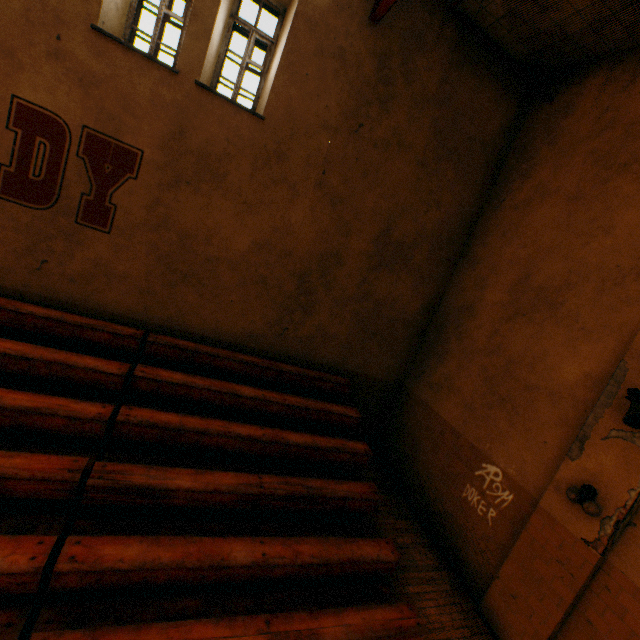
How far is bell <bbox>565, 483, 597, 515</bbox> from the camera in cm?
392

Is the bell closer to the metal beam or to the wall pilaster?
the wall pilaster

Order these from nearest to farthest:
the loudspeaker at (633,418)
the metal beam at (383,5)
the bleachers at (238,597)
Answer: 1. the bleachers at (238,597)
2. the loudspeaker at (633,418)
3. the metal beam at (383,5)

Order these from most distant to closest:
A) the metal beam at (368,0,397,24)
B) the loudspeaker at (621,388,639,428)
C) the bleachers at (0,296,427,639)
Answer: the metal beam at (368,0,397,24)
the loudspeaker at (621,388,639,428)
the bleachers at (0,296,427,639)

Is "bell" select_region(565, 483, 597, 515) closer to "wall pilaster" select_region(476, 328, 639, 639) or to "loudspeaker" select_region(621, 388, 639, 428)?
"wall pilaster" select_region(476, 328, 639, 639)

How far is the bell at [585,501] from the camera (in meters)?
3.92

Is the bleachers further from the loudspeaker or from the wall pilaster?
the loudspeaker

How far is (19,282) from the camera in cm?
488
